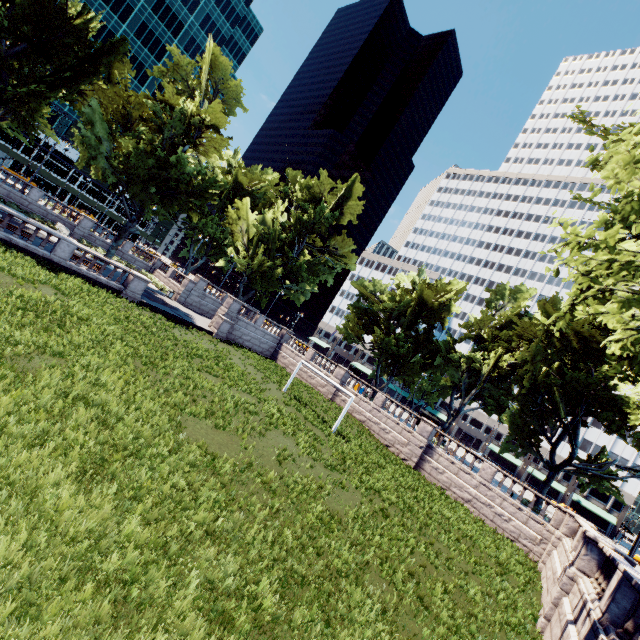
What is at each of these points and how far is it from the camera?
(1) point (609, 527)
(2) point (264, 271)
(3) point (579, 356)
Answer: (1) building, 59.4 meters
(2) tree, 44.4 meters
(3) tree, 26.0 meters

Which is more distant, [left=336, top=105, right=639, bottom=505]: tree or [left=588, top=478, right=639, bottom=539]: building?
[left=588, top=478, right=639, bottom=539]: building

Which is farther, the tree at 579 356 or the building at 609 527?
the building at 609 527

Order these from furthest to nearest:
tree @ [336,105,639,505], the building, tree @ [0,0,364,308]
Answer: the building < tree @ [0,0,364,308] < tree @ [336,105,639,505]

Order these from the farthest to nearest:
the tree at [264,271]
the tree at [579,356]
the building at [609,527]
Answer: the building at [609,527], the tree at [264,271], the tree at [579,356]

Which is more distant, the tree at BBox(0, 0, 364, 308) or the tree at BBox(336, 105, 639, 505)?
the tree at BBox(0, 0, 364, 308)
